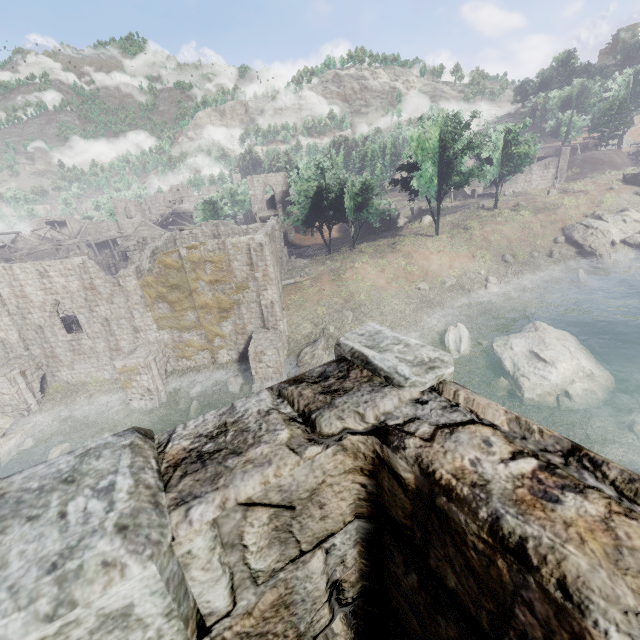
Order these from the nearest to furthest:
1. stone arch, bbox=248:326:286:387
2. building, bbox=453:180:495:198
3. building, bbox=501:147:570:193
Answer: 1. stone arch, bbox=248:326:286:387
2. building, bbox=501:147:570:193
3. building, bbox=453:180:495:198

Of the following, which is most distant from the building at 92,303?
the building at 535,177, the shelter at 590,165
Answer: the shelter at 590,165

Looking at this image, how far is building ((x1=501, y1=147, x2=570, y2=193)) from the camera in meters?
45.6

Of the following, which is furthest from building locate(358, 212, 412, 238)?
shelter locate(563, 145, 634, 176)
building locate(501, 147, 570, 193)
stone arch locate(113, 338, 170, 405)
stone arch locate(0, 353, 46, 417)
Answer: shelter locate(563, 145, 634, 176)

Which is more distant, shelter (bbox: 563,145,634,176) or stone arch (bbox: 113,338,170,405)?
shelter (bbox: 563,145,634,176)

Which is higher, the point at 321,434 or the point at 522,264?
the point at 321,434

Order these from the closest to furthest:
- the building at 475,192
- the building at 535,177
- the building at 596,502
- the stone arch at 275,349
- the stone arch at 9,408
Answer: the building at 596,502 → the stone arch at 275,349 → the stone arch at 9,408 → the building at 535,177 → the building at 475,192

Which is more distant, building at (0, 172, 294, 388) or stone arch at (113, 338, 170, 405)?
building at (0, 172, 294, 388)
